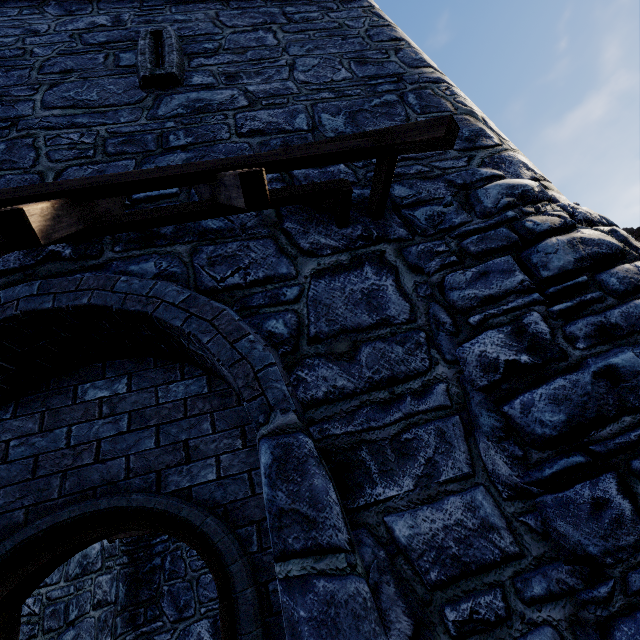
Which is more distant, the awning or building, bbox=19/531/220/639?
building, bbox=19/531/220/639

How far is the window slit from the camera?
4.1 meters

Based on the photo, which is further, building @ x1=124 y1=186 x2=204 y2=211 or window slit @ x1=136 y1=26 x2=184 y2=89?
window slit @ x1=136 y1=26 x2=184 y2=89

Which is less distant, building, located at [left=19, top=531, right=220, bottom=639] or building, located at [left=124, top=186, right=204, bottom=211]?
building, located at [left=124, top=186, right=204, bottom=211]

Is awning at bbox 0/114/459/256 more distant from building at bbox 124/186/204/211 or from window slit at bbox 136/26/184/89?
window slit at bbox 136/26/184/89

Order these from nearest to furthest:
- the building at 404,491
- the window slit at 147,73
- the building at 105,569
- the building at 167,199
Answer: the building at 404,491, the building at 167,199, the window slit at 147,73, the building at 105,569

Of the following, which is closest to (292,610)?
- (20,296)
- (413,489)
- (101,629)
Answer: (413,489)

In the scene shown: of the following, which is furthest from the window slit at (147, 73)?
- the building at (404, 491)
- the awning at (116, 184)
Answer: the awning at (116, 184)
